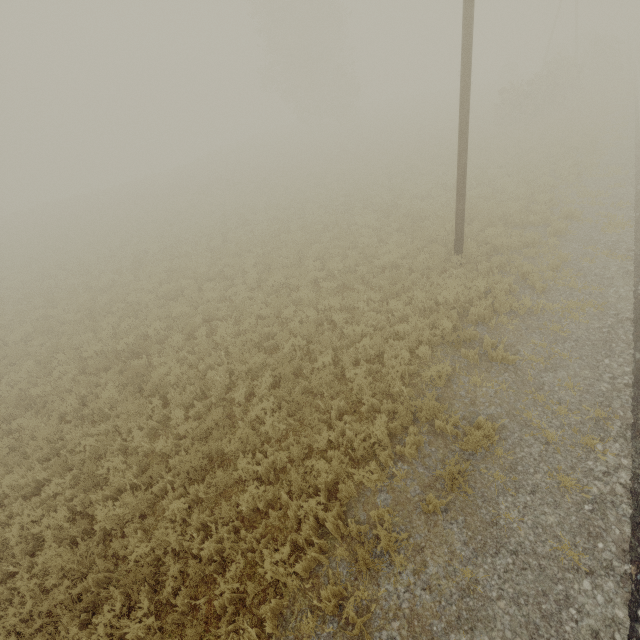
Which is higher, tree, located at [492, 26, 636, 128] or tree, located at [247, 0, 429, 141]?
tree, located at [247, 0, 429, 141]

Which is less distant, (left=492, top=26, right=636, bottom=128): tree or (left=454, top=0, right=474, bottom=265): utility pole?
(left=454, top=0, right=474, bottom=265): utility pole

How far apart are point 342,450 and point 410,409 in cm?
159

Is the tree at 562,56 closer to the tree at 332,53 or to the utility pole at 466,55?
the tree at 332,53

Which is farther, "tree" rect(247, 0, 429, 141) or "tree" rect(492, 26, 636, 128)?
"tree" rect(247, 0, 429, 141)

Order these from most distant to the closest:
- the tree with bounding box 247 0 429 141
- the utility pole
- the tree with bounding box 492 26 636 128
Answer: the tree with bounding box 247 0 429 141, the tree with bounding box 492 26 636 128, the utility pole

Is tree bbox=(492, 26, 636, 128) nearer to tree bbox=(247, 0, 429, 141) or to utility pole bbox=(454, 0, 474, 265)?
tree bbox=(247, 0, 429, 141)

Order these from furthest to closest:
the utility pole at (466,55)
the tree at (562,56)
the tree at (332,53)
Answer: the tree at (332,53), the tree at (562,56), the utility pole at (466,55)
